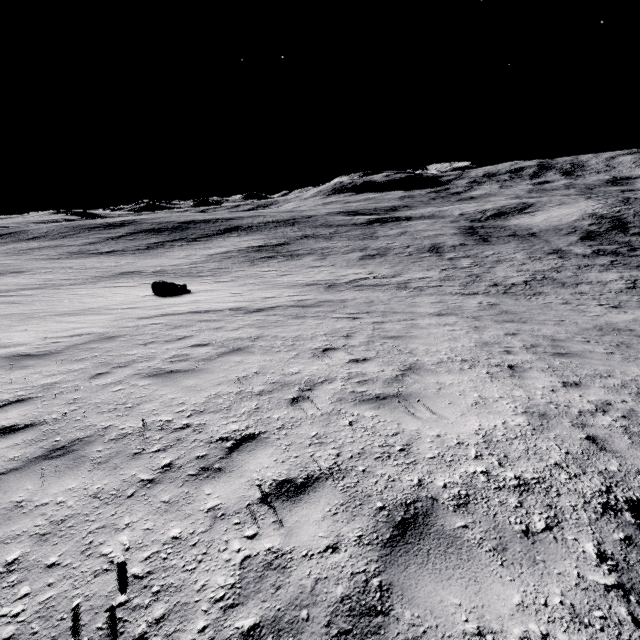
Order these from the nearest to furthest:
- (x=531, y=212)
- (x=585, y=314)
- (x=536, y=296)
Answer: (x=585, y=314)
(x=536, y=296)
(x=531, y=212)

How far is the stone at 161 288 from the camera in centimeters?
1836cm

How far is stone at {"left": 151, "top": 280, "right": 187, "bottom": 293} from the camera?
18.4m
